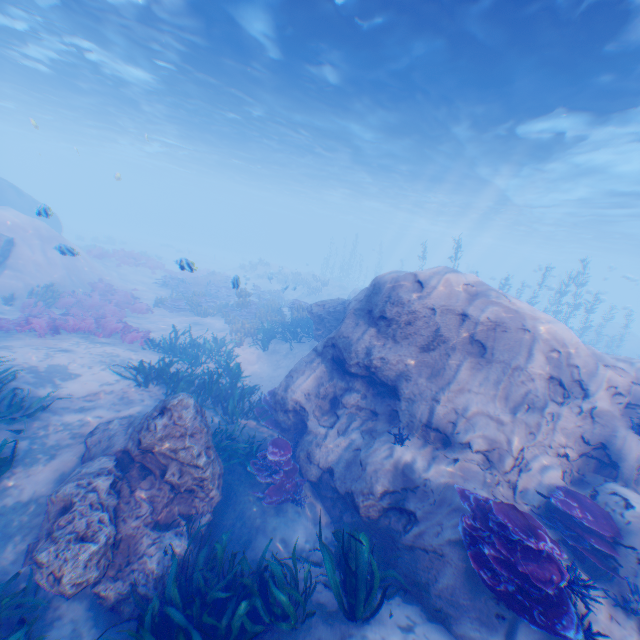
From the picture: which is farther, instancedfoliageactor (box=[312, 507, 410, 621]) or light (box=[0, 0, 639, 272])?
light (box=[0, 0, 639, 272])

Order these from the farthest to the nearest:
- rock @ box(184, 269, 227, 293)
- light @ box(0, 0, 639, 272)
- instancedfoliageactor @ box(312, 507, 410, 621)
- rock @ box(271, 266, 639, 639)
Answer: rock @ box(184, 269, 227, 293) < light @ box(0, 0, 639, 272) < rock @ box(271, 266, 639, 639) < instancedfoliageactor @ box(312, 507, 410, 621)

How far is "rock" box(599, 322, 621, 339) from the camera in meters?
34.5

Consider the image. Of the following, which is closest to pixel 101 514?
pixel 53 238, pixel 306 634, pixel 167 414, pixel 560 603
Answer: pixel 167 414

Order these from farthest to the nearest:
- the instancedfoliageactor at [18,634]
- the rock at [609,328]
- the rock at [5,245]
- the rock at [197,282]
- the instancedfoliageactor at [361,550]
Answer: the rock at [609,328] < the rock at [197,282] < the rock at [5,245] < the instancedfoliageactor at [361,550] < the instancedfoliageactor at [18,634]

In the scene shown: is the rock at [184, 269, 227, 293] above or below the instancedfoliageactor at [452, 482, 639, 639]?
below

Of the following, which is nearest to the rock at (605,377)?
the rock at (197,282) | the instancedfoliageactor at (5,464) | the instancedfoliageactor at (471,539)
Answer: the instancedfoliageactor at (471,539)
